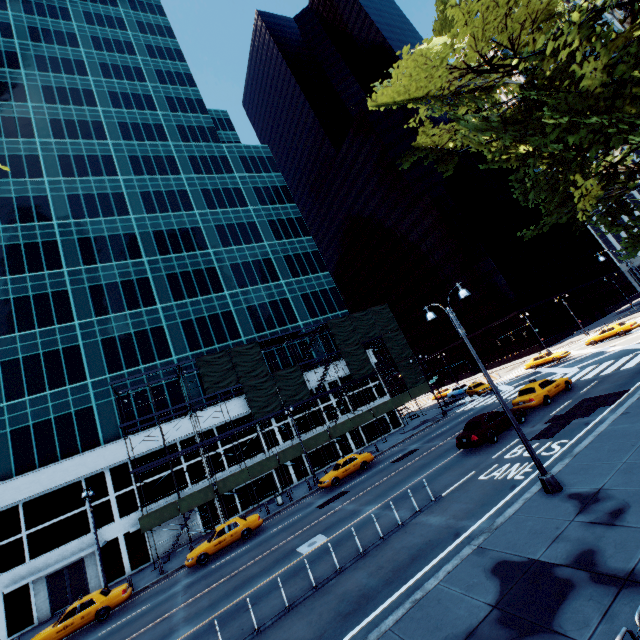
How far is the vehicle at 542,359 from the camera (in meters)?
38.01

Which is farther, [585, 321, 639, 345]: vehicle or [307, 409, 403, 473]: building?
[307, 409, 403, 473]: building

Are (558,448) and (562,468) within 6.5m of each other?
yes

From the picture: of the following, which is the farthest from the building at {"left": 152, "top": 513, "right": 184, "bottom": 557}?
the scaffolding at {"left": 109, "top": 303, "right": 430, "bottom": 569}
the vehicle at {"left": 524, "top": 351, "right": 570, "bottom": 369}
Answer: the vehicle at {"left": 524, "top": 351, "right": 570, "bottom": 369}

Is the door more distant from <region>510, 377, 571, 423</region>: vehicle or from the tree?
<region>510, 377, 571, 423</region>: vehicle

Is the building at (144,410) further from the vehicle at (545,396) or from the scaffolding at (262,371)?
the vehicle at (545,396)

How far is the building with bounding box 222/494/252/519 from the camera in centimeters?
3148cm
